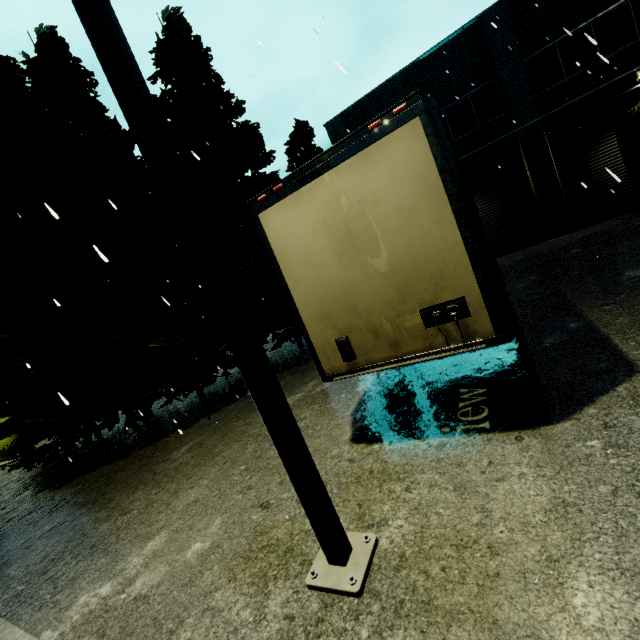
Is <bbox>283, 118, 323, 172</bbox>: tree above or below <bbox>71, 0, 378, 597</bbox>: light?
above

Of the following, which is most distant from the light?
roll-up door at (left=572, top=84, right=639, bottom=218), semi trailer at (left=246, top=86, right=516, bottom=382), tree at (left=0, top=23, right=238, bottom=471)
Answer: roll-up door at (left=572, top=84, right=639, bottom=218)

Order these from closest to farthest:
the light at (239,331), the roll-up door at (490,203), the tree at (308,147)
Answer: the light at (239,331) → the roll-up door at (490,203) → the tree at (308,147)

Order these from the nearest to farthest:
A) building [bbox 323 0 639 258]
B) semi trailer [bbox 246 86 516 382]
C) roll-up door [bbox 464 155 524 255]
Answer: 1. semi trailer [bbox 246 86 516 382]
2. building [bbox 323 0 639 258]
3. roll-up door [bbox 464 155 524 255]

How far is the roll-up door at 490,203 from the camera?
15.4 meters

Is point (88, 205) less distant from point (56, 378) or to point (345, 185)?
point (56, 378)

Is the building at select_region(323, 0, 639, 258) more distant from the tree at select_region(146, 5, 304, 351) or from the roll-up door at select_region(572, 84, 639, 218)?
the tree at select_region(146, 5, 304, 351)

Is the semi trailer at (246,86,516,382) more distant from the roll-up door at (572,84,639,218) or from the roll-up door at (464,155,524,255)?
the roll-up door at (464,155,524,255)
